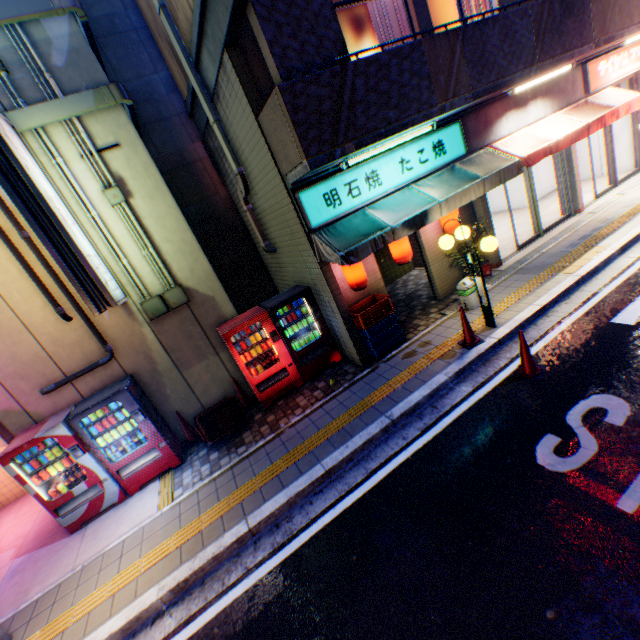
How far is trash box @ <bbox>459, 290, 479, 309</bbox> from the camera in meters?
7.6 m

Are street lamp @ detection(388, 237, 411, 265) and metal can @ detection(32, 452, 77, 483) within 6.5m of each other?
no

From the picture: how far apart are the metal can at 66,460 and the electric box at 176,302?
2.9 meters

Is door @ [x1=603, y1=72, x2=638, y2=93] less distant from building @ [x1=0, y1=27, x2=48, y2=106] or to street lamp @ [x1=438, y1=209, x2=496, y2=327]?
street lamp @ [x1=438, y1=209, x2=496, y2=327]

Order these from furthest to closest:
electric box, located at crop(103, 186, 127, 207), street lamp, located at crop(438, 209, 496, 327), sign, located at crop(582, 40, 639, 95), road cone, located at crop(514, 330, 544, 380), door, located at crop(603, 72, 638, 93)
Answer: door, located at crop(603, 72, 638, 93), sign, located at crop(582, 40, 639, 95), electric box, located at crop(103, 186, 127, 207), street lamp, located at crop(438, 209, 496, 327), road cone, located at crop(514, 330, 544, 380)

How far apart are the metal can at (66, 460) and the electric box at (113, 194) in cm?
491

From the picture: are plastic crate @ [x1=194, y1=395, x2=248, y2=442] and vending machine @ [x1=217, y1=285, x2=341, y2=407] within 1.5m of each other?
yes

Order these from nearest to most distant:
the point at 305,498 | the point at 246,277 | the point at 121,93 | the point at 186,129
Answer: the point at 305,498
the point at 121,93
the point at 186,129
the point at 246,277
